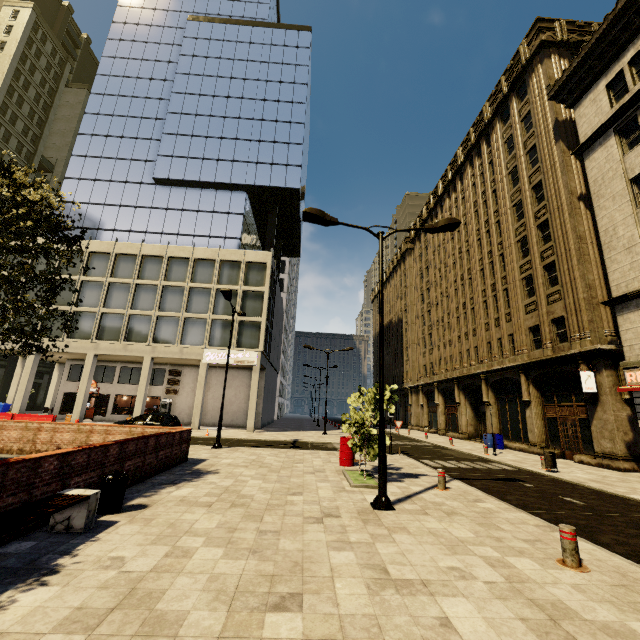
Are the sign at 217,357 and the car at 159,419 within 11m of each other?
yes

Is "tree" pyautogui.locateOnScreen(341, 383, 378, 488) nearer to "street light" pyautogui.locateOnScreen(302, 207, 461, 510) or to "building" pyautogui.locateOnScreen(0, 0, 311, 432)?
"street light" pyautogui.locateOnScreen(302, 207, 461, 510)

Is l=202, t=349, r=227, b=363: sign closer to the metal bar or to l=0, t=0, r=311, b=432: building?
l=0, t=0, r=311, b=432: building

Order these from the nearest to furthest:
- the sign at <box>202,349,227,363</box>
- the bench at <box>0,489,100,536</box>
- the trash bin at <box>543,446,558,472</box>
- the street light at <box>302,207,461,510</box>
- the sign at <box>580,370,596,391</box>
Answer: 1. the bench at <box>0,489,100,536</box>
2. the street light at <box>302,207,461,510</box>
3. the trash bin at <box>543,446,558,472</box>
4. the sign at <box>580,370,596,391</box>
5. the sign at <box>202,349,227,363</box>

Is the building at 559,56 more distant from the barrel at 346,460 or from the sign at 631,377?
the barrel at 346,460

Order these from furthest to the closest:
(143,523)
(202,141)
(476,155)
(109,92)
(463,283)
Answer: (109,92) < (202,141) < (463,283) < (476,155) < (143,523)

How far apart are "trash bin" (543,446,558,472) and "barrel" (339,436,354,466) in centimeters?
858cm

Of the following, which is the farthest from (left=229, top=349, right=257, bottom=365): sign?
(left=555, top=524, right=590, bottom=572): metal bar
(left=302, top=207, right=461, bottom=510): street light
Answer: (left=555, top=524, right=590, bottom=572): metal bar
